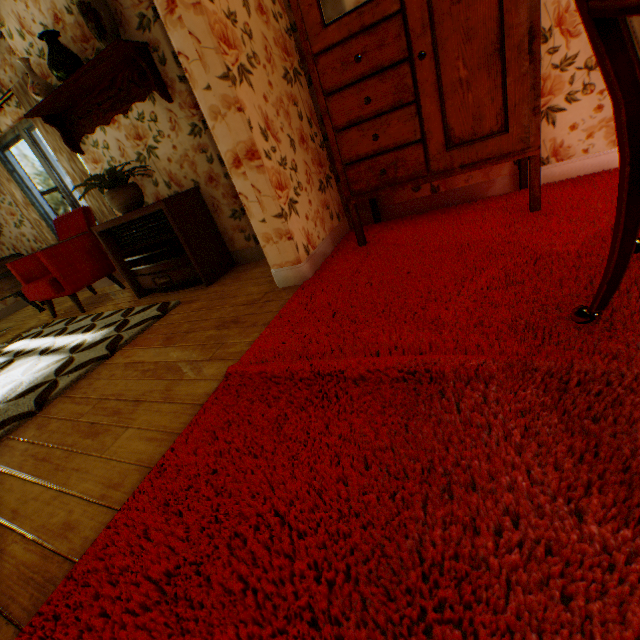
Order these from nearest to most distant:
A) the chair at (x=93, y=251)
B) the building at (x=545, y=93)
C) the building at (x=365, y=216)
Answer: the building at (x=545, y=93), the building at (x=365, y=216), the chair at (x=93, y=251)

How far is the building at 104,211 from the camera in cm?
417

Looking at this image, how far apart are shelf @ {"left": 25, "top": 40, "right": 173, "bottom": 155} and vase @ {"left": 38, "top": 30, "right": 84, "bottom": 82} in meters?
0.1

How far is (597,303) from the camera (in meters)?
1.07

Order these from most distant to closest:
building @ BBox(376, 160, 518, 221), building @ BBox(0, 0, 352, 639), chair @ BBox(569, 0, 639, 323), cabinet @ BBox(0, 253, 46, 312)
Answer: cabinet @ BBox(0, 253, 46, 312), building @ BBox(376, 160, 518, 221), building @ BBox(0, 0, 352, 639), chair @ BBox(569, 0, 639, 323)

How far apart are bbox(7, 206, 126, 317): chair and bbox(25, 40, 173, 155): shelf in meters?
1.0 m

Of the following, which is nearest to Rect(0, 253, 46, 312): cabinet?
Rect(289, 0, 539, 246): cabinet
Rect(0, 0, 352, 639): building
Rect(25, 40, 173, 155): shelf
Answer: Rect(0, 0, 352, 639): building

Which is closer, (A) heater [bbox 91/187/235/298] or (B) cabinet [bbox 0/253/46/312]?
(A) heater [bbox 91/187/235/298]
